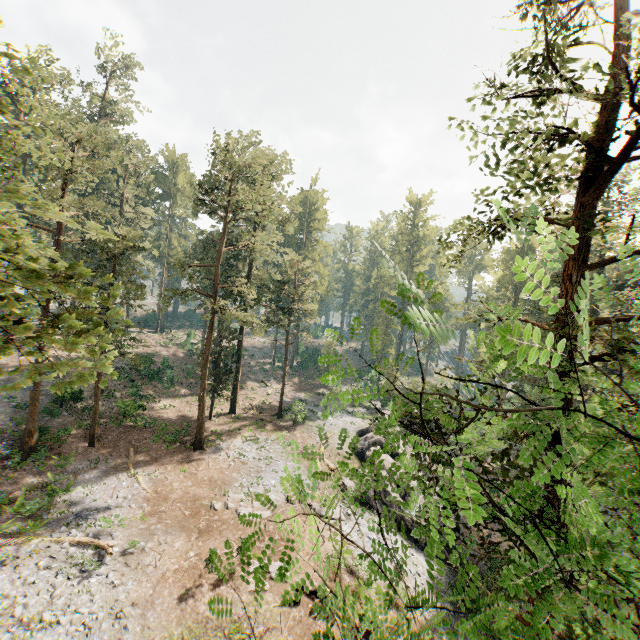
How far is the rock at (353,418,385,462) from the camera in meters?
28.1 m

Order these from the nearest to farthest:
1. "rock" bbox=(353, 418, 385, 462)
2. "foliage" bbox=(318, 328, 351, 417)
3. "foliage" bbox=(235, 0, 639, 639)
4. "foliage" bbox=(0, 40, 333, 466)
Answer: "foliage" bbox=(235, 0, 639, 639), "foliage" bbox=(318, 328, 351, 417), "foliage" bbox=(0, 40, 333, 466), "rock" bbox=(353, 418, 385, 462)

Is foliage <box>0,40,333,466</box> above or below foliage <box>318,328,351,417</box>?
above

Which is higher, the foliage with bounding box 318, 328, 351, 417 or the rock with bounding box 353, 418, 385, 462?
the foliage with bounding box 318, 328, 351, 417

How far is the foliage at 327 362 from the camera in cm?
292

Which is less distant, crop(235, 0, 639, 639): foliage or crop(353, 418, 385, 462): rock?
crop(235, 0, 639, 639): foliage

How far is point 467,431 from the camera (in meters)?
5.32

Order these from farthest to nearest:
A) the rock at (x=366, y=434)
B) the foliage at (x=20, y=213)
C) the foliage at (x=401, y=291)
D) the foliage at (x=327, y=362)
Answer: the rock at (x=366, y=434), the foliage at (x=20, y=213), the foliage at (x=327, y=362), the foliage at (x=401, y=291)
